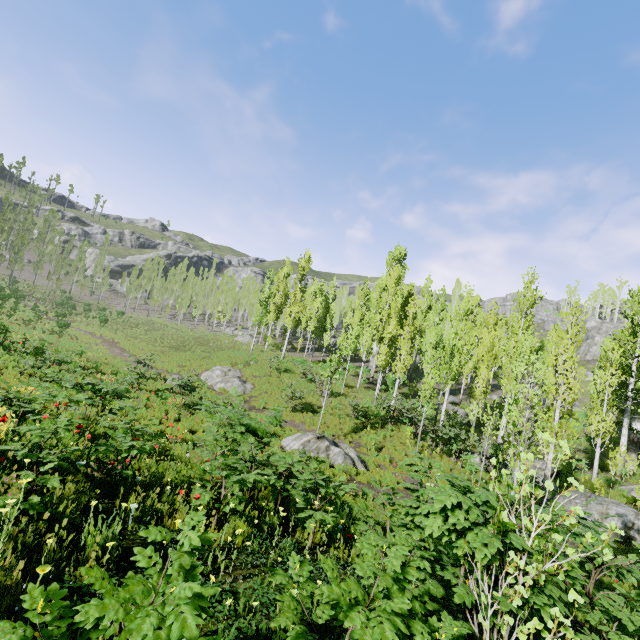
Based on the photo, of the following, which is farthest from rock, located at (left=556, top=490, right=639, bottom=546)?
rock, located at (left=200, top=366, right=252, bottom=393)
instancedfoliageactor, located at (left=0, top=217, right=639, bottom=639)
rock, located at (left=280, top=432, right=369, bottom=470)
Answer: rock, located at (left=200, top=366, right=252, bottom=393)

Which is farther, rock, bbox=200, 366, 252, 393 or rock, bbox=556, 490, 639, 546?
rock, bbox=200, 366, 252, 393

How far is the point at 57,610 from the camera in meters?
1.4

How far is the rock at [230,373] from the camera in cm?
2352

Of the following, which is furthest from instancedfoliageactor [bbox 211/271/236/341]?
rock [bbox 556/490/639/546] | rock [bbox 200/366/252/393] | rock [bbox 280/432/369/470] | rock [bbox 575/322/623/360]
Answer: rock [bbox 200/366/252/393]

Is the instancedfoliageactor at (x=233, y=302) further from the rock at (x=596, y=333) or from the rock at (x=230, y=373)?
the rock at (x=230, y=373)

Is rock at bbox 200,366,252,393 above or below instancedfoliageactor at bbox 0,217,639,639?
below

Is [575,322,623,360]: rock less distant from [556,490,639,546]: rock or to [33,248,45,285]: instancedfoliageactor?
[33,248,45,285]: instancedfoliageactor
